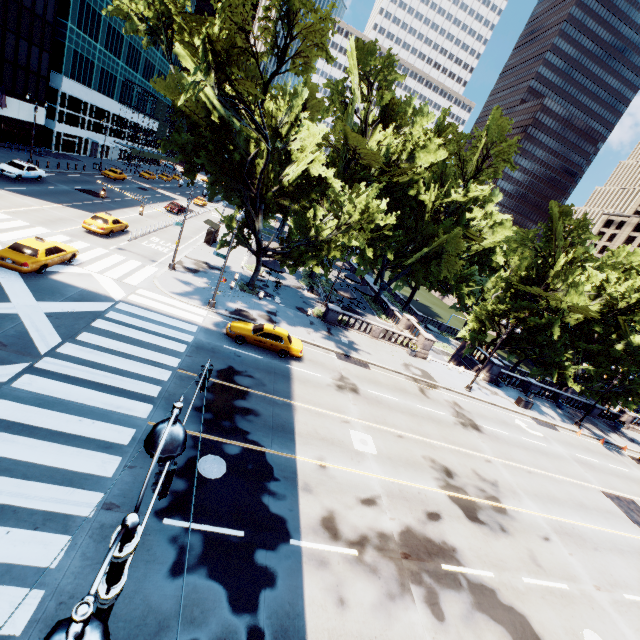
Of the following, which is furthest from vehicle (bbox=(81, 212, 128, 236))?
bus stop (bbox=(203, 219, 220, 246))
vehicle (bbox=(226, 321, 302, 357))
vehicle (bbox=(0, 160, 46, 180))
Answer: vehicle (bbox=(226, 321, 302, 357))

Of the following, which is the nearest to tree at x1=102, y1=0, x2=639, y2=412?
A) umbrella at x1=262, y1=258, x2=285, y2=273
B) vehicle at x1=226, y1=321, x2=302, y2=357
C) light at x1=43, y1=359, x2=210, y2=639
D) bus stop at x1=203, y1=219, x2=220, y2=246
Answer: umbrella at x1=262, y1=258, x2=285, y2=273

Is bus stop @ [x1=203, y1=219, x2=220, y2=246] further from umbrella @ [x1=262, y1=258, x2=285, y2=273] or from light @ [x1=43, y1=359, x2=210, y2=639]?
light @ [x1=43, y1=359, x2=210, y2=639]

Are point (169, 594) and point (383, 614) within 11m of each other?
yes

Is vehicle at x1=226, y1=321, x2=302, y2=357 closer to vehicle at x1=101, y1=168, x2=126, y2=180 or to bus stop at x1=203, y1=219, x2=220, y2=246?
bus stop at x1=203, y1=219, x2=220, y2=246

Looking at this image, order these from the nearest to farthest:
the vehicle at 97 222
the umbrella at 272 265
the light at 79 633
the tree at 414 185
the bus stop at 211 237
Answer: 1. the light at 79 633
2. the tree at 414 185
3. the vehicle at 97 222
4. the umbrella at 272 265
5. the bus stop at 211 237

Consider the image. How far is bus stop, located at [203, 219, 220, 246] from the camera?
37.9 meters

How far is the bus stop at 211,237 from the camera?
37.91m
